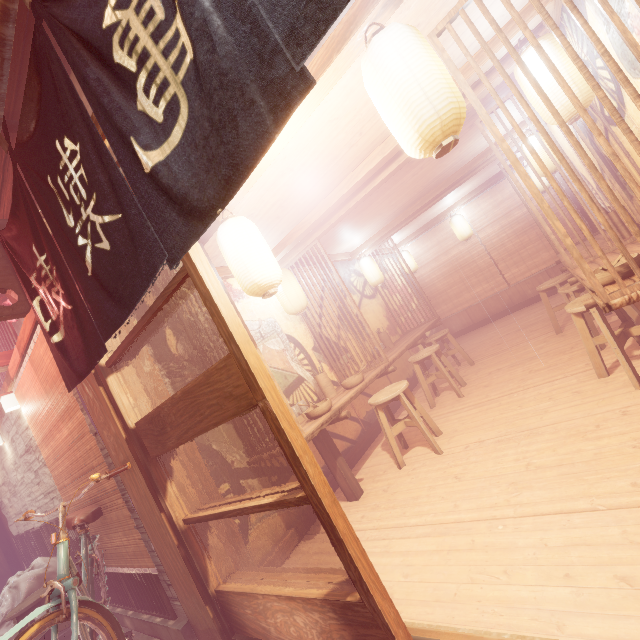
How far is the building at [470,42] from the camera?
4.1m

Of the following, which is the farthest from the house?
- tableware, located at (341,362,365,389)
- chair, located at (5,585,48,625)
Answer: tableware, located at (341,362,365,389)

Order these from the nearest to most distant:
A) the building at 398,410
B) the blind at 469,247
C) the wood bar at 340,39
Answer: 1. the wood bar at 340,39
2. the building at 398,410
3. the blind at 469,247

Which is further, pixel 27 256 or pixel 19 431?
pixel 19 431

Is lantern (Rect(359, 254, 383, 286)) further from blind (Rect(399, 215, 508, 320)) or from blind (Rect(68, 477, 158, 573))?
blind (Rect(68, 477, 158, 573))

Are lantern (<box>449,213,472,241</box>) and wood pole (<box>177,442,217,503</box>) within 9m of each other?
no

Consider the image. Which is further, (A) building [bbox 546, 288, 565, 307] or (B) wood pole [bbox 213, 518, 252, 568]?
(A) building [bbox 546, 288, 565, 307]

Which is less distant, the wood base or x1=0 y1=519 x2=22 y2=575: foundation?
the wood base
